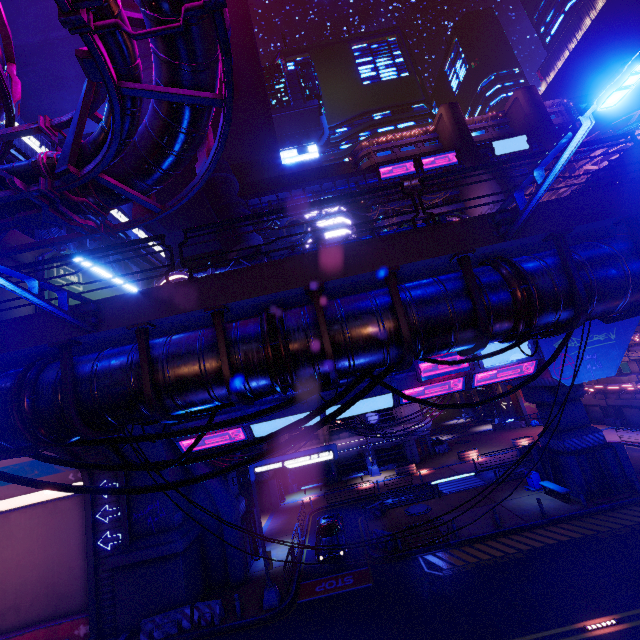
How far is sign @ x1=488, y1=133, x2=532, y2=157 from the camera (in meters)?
57.34

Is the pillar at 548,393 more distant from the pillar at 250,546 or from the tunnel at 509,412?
the tunnel at 509,412

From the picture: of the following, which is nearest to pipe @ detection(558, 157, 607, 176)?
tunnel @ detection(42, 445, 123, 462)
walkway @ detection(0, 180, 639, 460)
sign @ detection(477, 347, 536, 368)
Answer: walkway @ detection(0, 180, 639, 460)

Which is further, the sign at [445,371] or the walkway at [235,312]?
the sign at [445,371]

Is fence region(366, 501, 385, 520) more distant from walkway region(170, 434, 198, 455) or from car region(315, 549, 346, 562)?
walkway region(170, 434, 198, 455)

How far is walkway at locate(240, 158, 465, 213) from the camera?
57.3 meters

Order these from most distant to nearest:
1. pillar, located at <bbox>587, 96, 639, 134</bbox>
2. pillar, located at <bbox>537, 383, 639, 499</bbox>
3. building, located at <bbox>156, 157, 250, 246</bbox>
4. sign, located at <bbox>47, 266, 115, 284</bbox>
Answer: building, located at <bbox>156, 157, 250, 246</bbox>
pillar, located at <bbox>587, 96, 639, 134</bbox>
pillar, located at <bbox>537, 383, 639, 499</bbox>
sign, located at <bbox>47, 266, 115, 284</bbox>

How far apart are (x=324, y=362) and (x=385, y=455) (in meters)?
37.62
